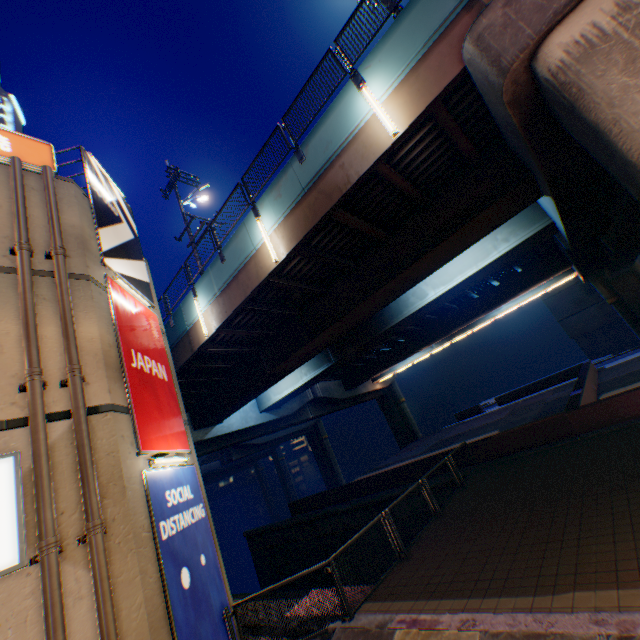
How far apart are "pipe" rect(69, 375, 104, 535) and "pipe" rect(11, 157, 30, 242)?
0.27m

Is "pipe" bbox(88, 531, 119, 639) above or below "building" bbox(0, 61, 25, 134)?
below

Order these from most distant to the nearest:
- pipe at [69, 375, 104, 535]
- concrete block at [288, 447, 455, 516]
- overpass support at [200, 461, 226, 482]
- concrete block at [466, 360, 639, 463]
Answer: overpass support at [200, 461, 226, 482]
concrete block at [288, 447, 455, 516]
concrete block at [466, 360, 639, 463]
pipe at [69, 375, 104, 535]

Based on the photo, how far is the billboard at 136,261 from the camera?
8.5 meters

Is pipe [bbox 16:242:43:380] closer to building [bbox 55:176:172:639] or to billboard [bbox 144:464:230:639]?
building [bbox 55:176:172:639]

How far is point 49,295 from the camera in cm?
632

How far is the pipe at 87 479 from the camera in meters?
4.8 m

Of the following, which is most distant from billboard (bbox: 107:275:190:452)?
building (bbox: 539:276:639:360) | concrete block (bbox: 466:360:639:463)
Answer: building (bbox: 539:276:639:360)
